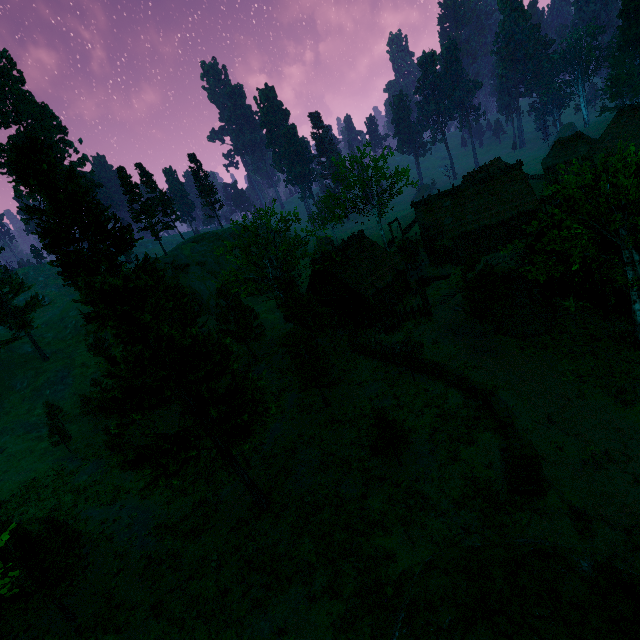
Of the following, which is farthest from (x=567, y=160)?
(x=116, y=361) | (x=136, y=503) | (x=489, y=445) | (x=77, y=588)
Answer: (x=77, y=588)

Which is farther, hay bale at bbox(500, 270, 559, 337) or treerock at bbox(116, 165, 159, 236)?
treerock at bbox(116, 165, 159, 236)

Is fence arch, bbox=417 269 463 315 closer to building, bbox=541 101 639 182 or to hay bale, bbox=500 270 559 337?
hay bale, bbox=500 270 559 337

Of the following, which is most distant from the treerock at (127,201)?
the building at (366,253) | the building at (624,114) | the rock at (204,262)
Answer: the rock at (204,262)

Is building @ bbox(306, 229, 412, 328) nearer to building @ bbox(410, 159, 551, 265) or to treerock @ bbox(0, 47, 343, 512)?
treerock @ bbox(0, 47, 343, 512)

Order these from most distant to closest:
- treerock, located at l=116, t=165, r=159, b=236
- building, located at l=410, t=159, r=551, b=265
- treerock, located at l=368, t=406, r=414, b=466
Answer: treerock, located at l=116, t=165, r=159, b=236, building, located at l=410, t=159, r=551, b=265, treerock, located at l=368, t=406, r=414, b=466

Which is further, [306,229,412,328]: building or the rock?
the rock

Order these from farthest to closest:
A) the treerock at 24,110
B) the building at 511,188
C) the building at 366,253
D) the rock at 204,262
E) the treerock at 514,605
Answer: the rock at 204,262, the building at 511,188, the building at 366,253, the treerock at 24,110, the treerock at 514,605
